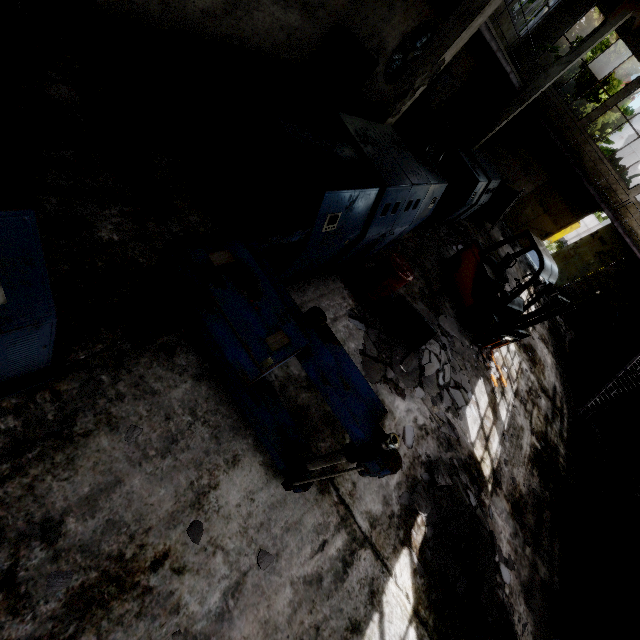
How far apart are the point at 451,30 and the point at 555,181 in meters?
14.2 m

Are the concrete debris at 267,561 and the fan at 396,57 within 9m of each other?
no

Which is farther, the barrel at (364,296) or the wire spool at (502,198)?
the wire spool at (502,198)

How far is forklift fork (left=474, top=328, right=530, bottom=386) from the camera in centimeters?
816cm

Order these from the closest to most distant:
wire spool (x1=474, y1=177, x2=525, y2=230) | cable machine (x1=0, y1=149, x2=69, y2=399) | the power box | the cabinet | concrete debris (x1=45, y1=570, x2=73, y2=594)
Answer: cable machine (x1=0, y1=149, x2=69, y2=399), concrete debris (x1=45, y1=570, x2=73, y2=594), the cabinet, the power box, wire spool (x1=474, y1=177, x2=525, y2=230)

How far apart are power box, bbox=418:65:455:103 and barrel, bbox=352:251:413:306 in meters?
11.3

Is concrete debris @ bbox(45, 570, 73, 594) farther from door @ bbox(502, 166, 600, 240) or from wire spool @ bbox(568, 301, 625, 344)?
door @ bbox(502, 166, 600, 240)

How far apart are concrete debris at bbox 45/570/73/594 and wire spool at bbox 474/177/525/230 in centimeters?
1584cm
